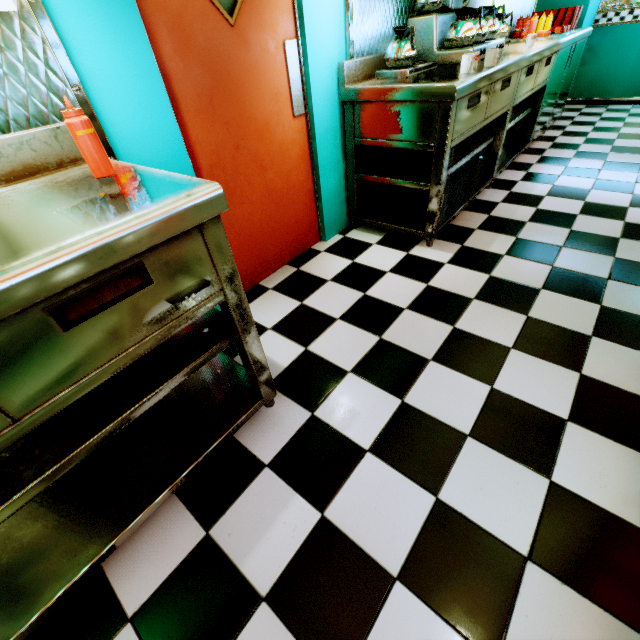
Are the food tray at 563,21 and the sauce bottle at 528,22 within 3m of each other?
yes

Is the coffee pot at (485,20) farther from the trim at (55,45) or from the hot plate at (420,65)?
the trim at (55,45)

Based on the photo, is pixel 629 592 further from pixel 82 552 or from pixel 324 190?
pixel 324 190

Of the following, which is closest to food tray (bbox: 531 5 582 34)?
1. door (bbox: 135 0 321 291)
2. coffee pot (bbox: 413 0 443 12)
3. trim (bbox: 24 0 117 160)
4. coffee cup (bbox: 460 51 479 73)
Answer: coffee pot (bbox: 413 0 443 12)

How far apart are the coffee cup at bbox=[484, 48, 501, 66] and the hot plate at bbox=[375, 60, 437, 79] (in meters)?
0.32

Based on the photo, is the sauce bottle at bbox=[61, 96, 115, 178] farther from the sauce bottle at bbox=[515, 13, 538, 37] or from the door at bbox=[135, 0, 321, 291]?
the sauce bottle at bbox=[515, 13, 538, 37]

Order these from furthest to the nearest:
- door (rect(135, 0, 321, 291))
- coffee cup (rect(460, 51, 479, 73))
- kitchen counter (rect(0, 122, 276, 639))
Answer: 1. coffee cup (rect(460, 51, 479, 73))
2. door (rect(135, 0, 321, 291))
3. kitchen counter (rect(0, 122, 276, 639))

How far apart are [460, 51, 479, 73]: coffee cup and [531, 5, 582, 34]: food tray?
3.58m
